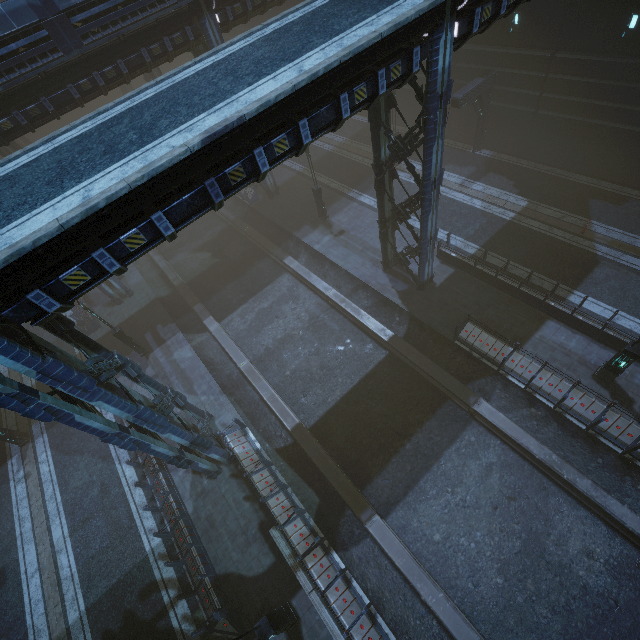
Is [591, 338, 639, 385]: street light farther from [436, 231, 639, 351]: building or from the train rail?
the train rail

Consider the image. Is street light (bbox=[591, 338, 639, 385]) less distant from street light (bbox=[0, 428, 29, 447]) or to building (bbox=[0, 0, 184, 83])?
building (bbox=[0, 0, 184, 83])

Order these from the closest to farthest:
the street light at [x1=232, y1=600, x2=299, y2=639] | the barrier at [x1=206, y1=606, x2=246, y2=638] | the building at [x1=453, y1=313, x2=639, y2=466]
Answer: the street light at [x1=232, y1=600, x2=299, y2=639]
the barrier at [x1=206, y1=606, x2=246, y2=638]
the building at [x1=453, y1=313, x2=639, y2=466]

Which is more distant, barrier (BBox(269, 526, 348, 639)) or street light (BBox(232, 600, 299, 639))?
barrier (BBox(269, 526, 348, 639))

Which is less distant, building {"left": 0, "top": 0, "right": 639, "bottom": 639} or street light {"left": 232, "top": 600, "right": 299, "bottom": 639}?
building {"left": 0, "top": 0, "right": 639, "bottom": 639}

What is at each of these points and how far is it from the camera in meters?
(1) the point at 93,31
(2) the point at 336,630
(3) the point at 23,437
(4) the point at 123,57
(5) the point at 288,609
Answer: (1) building, 14.6 m
(2) barrier, 10.1 m
(3) street light, 17.6 m
(4) building, 16.4 m
(5) street light, 10.9 m

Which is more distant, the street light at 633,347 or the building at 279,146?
the street light at 633,347

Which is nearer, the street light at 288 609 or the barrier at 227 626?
the street light at 288 609
